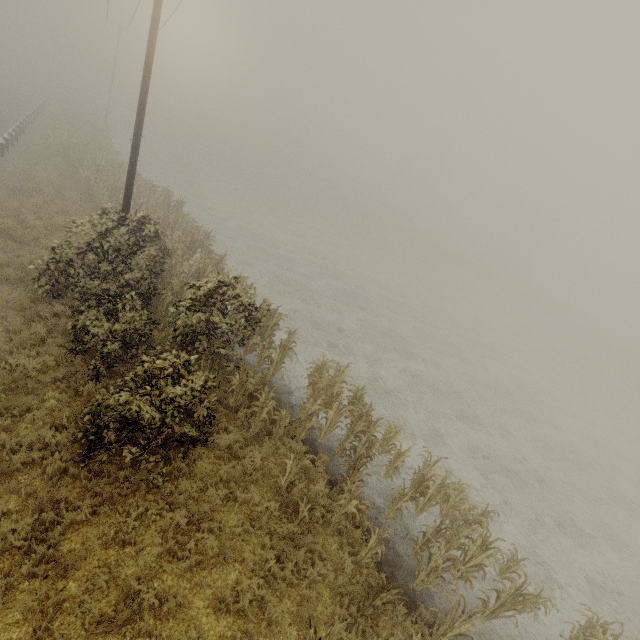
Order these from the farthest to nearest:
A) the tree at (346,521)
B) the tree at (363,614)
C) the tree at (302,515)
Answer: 1. the tree at (346,521)
2. the tree at (302,515)
3. the tree at (363,614)

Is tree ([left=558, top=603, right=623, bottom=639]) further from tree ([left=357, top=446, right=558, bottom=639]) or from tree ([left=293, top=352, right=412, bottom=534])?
tree ([left=293, top=352, right=412, bottom=534])

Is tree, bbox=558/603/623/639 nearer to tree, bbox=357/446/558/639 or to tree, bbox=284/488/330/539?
tree, bbox=357/446/558/639

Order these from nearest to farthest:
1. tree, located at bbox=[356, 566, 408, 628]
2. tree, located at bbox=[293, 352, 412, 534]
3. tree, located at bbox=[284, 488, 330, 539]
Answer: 1. tree, located at bbox=[356, 566, 408, 628]
2. tree, located at bbox=[284, 488, 330, 539]
3. tree, located at bbox=[293, 352, 412, 534]

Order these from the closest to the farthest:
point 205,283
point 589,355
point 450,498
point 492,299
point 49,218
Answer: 1. point 450,498
2. point 205,283
3. point 49,218
4. point 589,355
5. point 492,299

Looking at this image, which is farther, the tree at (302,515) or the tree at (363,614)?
the tree at (302,515)

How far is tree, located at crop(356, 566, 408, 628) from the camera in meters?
6.2 m
